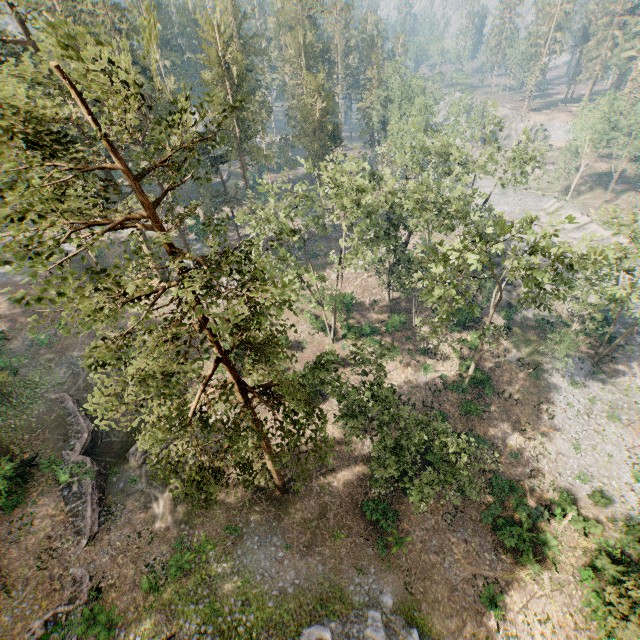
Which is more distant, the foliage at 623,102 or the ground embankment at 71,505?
the foliage at 623,102

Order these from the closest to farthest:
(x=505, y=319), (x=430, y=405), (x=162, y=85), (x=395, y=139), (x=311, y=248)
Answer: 1. (x=395, y=139)
2. (x=430, y=405)
3. (x=505, y=319)
4. (x=162, y=85)
5. (x=311, y=248)

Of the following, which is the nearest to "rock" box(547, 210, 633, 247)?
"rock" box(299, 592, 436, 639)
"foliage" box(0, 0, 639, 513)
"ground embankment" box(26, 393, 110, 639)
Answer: "foliage" box(0, 0, 639, 513)

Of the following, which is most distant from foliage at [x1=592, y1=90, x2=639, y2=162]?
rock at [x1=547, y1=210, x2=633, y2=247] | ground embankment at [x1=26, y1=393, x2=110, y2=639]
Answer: rock at [x1=547, y1=210, x2=633, y2=247]

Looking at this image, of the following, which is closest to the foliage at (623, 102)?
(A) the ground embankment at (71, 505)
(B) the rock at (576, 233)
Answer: (A) the ground embankment at (71, 505)

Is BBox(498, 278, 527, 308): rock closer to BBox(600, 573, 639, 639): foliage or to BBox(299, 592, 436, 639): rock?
BBox(600, 573, 639, 639): foliage

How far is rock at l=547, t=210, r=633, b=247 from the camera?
51.6 meters

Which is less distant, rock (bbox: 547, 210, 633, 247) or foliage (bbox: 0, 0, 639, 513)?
foliage (bbox: 0, 0, 639, 513)
